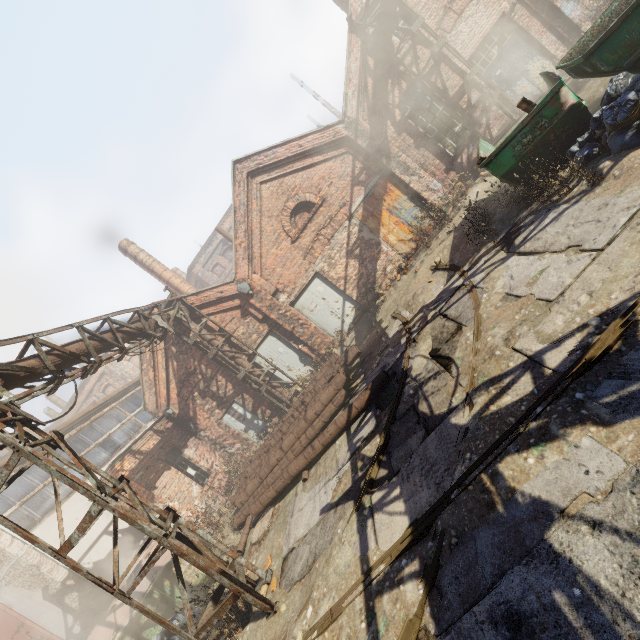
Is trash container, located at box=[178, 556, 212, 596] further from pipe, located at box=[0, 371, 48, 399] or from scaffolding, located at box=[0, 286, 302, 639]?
pipe, located at box=[0, 371, 48, 399]

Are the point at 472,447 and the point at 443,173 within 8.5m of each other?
no

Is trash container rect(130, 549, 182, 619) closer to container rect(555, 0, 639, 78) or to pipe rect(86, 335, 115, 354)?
pipe rect(86, 335, 115, 354)

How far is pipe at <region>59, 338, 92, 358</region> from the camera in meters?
7.2

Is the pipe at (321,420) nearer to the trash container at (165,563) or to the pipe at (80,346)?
the trash container at (165,563)

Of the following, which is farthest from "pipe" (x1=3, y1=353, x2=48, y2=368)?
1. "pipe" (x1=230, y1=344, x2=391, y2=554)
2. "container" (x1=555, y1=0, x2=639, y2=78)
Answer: "pipe" (x1=230, y1=344, x2=391, y2=554)

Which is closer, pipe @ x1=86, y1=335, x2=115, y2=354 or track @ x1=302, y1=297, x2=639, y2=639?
track @ x1=302, y1=297, x2=639, y2=639

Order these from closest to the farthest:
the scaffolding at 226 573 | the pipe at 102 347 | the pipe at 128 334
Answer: the scaffolding at 226 573, the pipe at 102 347, the pipe at 128 334
